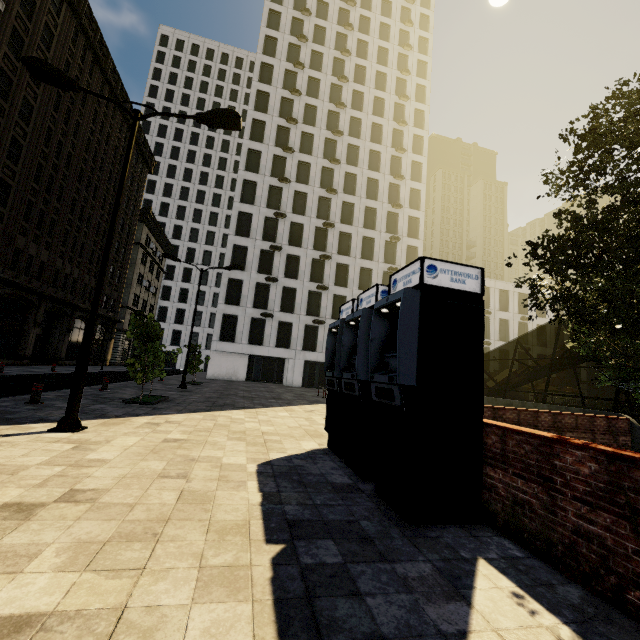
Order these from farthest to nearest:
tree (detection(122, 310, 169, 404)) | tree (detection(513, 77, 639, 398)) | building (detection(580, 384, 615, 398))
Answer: building (detection(580, 384, 615, 398)) → tree (detection(122, 310, 169, 404)) → tree (detection(513, 77, 639, 398))

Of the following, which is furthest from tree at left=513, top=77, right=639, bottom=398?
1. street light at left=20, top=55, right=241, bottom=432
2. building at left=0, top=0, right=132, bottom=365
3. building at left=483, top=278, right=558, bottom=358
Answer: building at left=483, top=278, right=558, bottom=358

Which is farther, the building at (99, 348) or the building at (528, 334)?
the building at (528, 334)

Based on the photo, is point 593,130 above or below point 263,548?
above

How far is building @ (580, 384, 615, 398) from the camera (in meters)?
43.81

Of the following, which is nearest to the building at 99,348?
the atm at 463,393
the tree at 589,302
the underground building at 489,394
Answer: the tree at 589,302

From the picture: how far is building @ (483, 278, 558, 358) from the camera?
41.62m

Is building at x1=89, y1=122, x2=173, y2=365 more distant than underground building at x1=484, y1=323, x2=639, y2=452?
Yes
